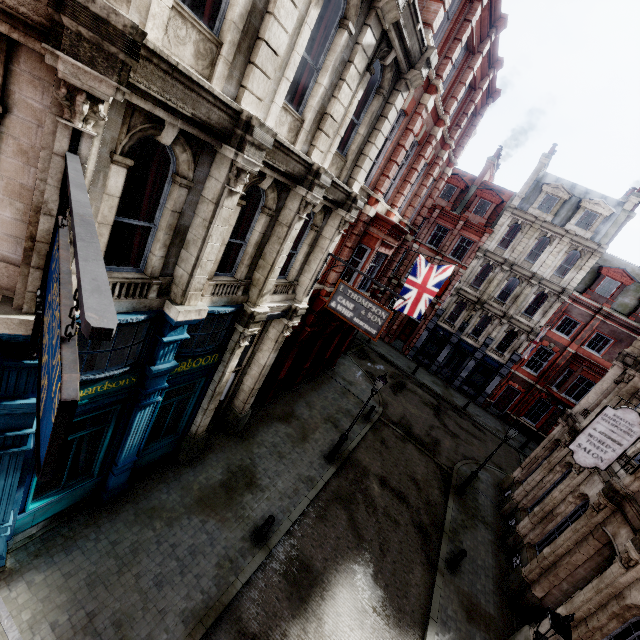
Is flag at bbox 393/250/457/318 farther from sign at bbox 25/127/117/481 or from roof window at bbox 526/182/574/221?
roof window at bbox 526/182/574/221

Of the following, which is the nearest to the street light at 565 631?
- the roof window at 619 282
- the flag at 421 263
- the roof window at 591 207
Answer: the flag at 421 263

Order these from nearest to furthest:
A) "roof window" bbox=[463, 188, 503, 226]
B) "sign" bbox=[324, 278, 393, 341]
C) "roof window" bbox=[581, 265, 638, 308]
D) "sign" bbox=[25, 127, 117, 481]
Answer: "sign" bbox=[25, 127, 117, 481] → "sign" bbox=[324, 278, 393, 341] → "roof window" bbox=[581, 265, 638, 308] → "roof window" bbox=[463, 188, 503, 226]

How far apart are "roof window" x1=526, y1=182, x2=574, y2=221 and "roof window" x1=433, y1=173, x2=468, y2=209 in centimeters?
562cm

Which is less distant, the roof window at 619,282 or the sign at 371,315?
the sign at 371,315

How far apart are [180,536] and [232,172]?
9.3m

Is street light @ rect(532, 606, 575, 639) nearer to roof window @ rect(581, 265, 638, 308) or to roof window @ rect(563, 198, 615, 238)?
roof window @ rect(581, 265, 638, 308)

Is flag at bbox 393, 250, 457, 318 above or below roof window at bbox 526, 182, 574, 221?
below
